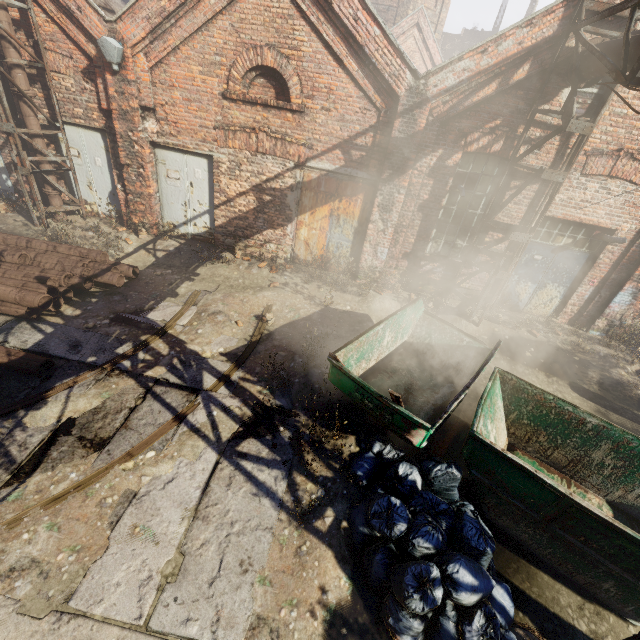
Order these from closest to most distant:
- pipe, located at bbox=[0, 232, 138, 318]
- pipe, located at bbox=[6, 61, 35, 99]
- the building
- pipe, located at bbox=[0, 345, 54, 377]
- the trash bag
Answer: the trash bag → pipe, located at bbox=[0, 345, 54, 377] → pipe, located at bbox=[0, 232, 138, 318] → pipe, located at bbox=[6, 61, 35, 99] → the building

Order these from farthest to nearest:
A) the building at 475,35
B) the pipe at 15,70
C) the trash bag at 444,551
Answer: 1. the building at 475,35
2. the pipe at 15,70
3. the trash bag at 444,551

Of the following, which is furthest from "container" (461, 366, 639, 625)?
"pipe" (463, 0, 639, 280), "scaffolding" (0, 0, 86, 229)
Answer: "scaffolding" (0, 0, 86, 229)

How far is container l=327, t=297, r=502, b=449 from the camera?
4.5 meters

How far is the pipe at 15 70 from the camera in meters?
7.5 m

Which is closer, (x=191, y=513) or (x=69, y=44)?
(x=191, y=513)

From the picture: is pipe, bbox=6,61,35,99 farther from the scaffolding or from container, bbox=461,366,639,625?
container, bbox=461,366,639,625

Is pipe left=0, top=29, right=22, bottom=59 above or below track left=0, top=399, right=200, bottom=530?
above
